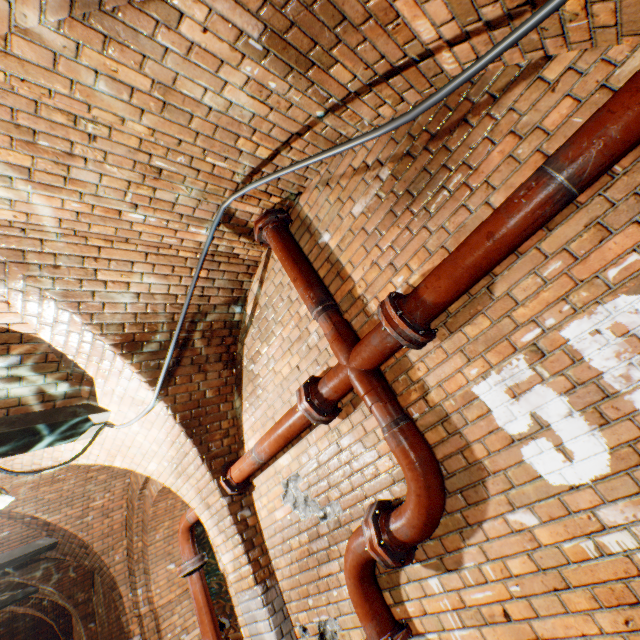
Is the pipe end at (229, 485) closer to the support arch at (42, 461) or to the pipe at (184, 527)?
the support arch at (42, 461)

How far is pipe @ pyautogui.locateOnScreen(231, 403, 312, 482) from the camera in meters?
2.6

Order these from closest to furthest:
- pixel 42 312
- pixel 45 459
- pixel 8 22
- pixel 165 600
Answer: pixel 8 22 < pixel 42 312 < pixel 45 459 < pixel 165 600

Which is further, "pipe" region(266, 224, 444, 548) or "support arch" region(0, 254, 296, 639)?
"support arch" region(0, 254, 296, 639)

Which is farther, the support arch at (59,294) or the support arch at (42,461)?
the support arch at (42,461)

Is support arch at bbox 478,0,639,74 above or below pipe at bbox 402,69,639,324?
above

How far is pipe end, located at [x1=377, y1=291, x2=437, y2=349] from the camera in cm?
184

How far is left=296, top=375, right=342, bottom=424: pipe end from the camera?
2.4m
